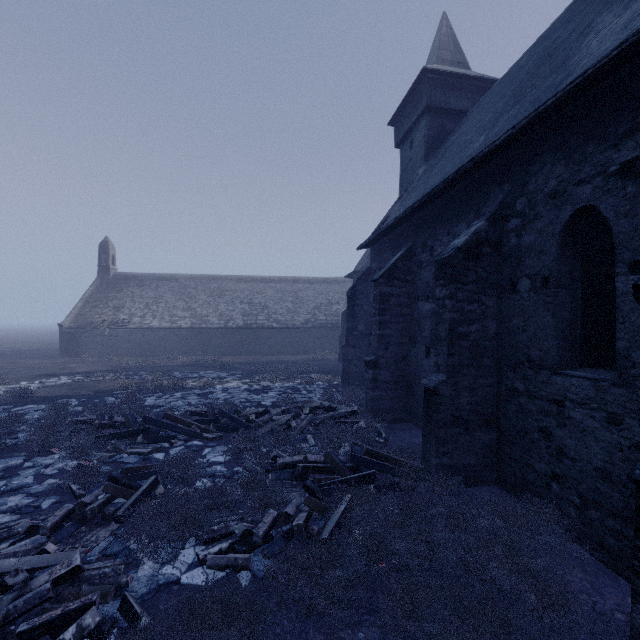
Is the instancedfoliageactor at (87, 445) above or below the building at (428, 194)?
below

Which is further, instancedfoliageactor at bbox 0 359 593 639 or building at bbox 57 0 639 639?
building at bbox 57 0 639 639

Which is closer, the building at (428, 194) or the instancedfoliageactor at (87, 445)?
the instancedfoliageactor at (87, 445)

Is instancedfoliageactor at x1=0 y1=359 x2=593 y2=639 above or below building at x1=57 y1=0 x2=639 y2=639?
below

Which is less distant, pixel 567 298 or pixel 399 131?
pixel 567 298
